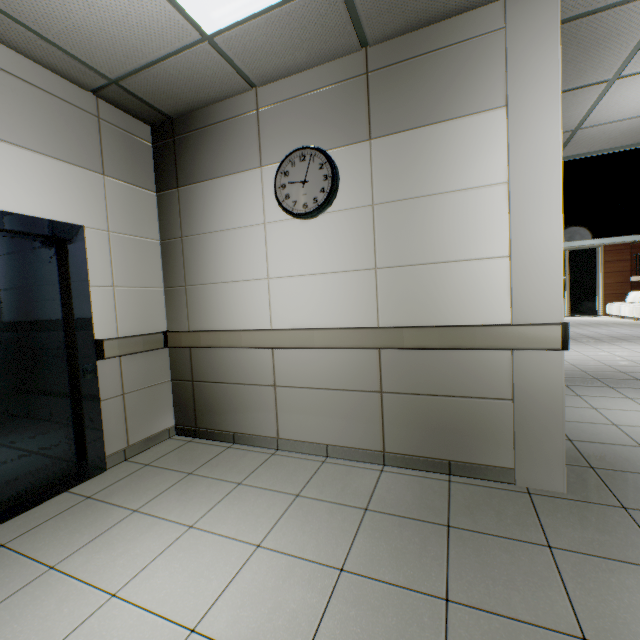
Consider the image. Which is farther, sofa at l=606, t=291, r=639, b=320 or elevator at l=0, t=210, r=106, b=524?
sofa at l=606, t=291, r=639, b=320

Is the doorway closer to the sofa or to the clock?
the clock

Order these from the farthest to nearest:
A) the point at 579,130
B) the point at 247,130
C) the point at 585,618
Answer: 1. the point at 579,130
2. the point at 247,130
3. the point at 585,618

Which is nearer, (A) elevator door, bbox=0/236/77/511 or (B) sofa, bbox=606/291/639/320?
(A) elevator door, bbox=0/236/77/511

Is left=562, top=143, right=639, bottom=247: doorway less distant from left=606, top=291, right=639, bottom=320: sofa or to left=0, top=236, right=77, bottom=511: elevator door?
left=0, top=236, right=77, bottom=511: elevator door

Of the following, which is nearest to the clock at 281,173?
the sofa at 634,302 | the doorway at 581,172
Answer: the doorway at 581,172

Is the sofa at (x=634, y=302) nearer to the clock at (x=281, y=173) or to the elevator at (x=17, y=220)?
the clock at (x=281, y=173)

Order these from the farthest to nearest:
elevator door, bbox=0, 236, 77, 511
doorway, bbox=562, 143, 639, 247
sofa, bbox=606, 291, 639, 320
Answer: sofa, bbox=606, 291, 639, 320, doorway, bbox=562, 143, 639, 247, elevator door, bbox=0, 236, 77, 511
